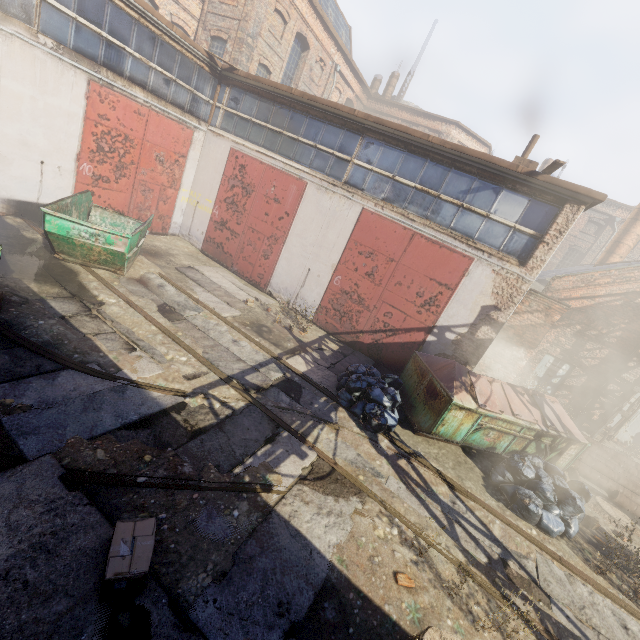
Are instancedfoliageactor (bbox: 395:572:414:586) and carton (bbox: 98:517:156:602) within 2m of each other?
no

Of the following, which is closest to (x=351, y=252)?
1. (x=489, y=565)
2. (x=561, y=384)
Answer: (x=489, y=565)

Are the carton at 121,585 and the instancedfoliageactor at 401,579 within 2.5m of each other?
no

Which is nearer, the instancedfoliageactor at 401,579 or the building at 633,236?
the instancedfoliageactor at 401,579

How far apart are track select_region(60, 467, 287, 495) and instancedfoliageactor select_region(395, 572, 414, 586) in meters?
1.8 m

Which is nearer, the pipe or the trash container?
the trash container

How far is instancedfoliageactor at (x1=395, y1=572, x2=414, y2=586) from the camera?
4.22m

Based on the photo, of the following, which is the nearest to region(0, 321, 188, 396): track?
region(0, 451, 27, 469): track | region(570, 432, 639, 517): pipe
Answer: region(0, 451, 27, 469): track
